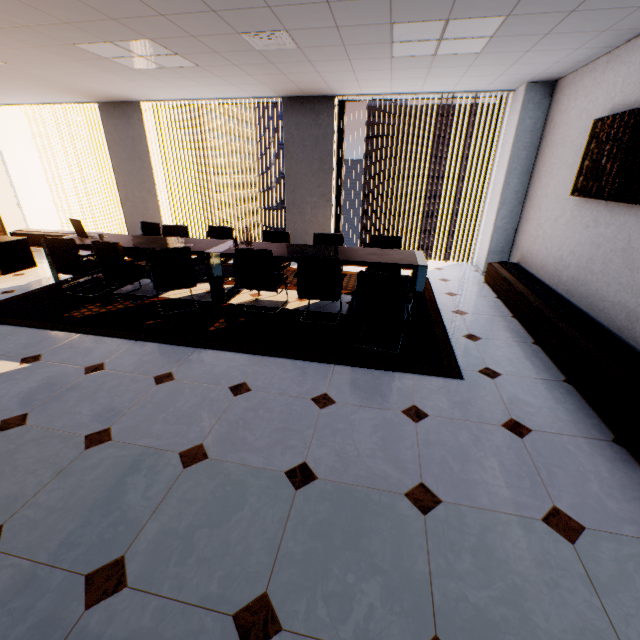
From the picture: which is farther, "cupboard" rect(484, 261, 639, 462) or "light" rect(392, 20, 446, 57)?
"light" rect(392, 20, 446, 57)

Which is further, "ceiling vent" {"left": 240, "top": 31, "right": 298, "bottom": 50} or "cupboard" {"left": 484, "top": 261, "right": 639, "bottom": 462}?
"ceiling vent" {"left": 240, "top": 31, "right": 298, "bottom": 50}

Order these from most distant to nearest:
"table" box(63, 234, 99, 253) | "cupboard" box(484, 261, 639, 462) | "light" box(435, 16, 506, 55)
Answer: "table" box(63, 234, 99, 253) < "light" box(435, 16, 506, 55) < "cupboard" box(484, 261, 639, 462)

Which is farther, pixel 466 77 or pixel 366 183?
pixel 366 183

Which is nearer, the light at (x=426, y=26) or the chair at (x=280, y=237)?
the light at (x=426, y=26)

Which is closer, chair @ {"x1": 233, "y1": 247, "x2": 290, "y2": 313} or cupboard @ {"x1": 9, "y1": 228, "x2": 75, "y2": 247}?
chair @ {"x1": 233, "y1": 247, "x2": 290, "y2": 313}

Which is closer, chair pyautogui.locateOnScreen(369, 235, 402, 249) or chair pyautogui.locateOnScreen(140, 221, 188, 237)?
chair pyautogui.locateOnScreen(369, 235, 402, 249)

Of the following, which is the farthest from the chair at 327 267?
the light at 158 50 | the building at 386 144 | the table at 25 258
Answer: the building at 386 144
